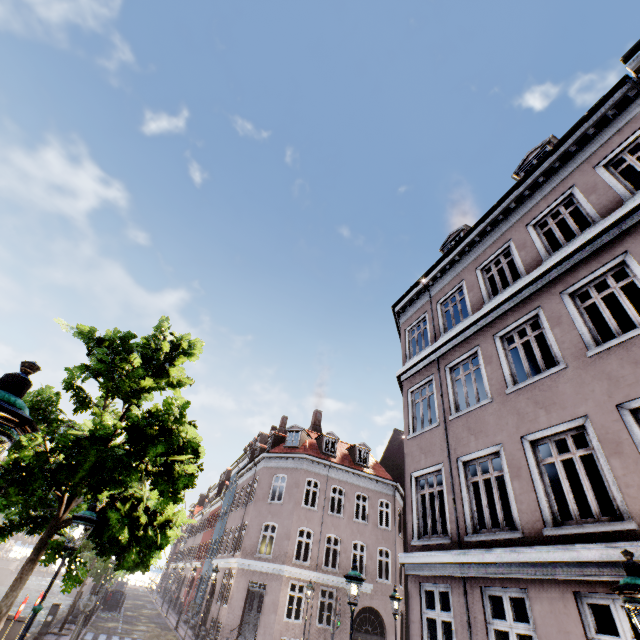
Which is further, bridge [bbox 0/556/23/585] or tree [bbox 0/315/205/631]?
Result: bridge [bbox 0/556/23/585]

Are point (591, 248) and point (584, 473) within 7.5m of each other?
yes

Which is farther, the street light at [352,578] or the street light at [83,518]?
the street light at [352,578]

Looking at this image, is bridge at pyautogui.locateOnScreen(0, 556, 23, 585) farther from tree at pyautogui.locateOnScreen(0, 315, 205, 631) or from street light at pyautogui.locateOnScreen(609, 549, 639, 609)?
street light at pyautogui.locateOnScreen(609, 549, 639, 609)

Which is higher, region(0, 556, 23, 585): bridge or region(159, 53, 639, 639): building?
region(159, 53, 639, 639): building

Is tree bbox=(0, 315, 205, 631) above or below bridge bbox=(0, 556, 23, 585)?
above

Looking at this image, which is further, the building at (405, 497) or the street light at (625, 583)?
the building at (405, 497)

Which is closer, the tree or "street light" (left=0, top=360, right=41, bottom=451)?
"street light" (left=0, top=360, right=41, bottom=451)
